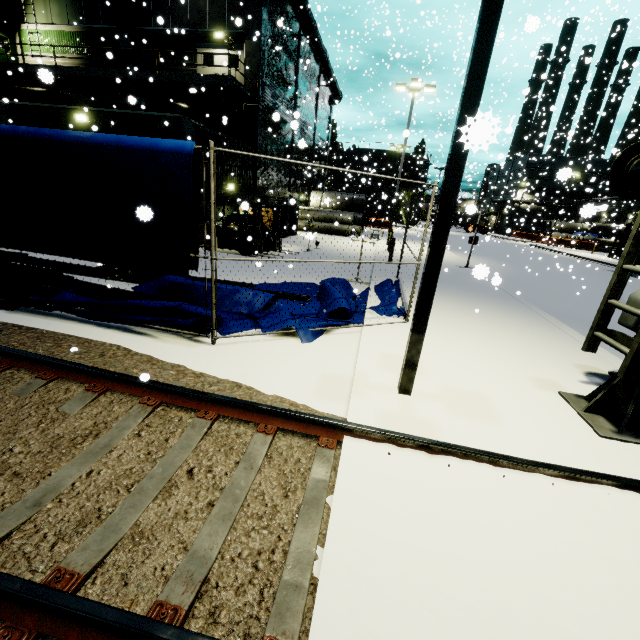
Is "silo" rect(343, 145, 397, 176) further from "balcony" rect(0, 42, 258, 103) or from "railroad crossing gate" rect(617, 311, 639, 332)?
"railroad crossing gate" rect(617, 311, 639, 332)

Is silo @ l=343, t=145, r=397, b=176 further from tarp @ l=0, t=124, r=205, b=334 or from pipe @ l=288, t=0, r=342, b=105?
Answer: tarp @ l=0, t=124, r=205, b=334

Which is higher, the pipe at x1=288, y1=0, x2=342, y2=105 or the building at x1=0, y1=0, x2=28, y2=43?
the pipe at x1=288, y1=0, x2=342, y2=105

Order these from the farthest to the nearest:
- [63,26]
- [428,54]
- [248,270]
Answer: [428,54] → [63,26] → [248,270]

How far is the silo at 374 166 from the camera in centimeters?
5589cm

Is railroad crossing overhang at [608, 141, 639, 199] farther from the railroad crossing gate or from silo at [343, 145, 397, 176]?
silo at [343, 145, 397, 176]

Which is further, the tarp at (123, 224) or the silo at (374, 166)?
the silo at (374, 166)

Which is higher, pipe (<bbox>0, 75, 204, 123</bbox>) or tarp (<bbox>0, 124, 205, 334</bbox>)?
pipe (<bbox>0, 75, 204, 123</bbox>)
